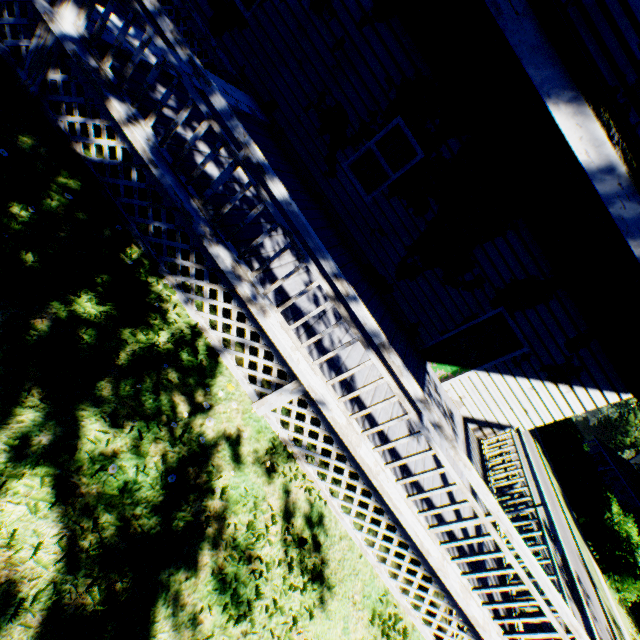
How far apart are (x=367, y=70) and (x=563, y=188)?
5.3m

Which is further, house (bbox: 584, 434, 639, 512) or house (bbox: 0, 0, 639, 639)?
house (bbox: 584, 434, 639, 512)

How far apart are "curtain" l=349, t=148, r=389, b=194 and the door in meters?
3.7 m

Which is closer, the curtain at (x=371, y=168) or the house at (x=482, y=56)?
the house at (x=482, y=56)

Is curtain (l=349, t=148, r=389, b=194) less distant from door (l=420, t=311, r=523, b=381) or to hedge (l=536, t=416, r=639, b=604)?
door (l=420, t=311, r=523, b=381)

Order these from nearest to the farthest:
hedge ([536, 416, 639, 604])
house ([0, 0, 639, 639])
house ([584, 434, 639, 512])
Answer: house ([0, 0, 639, 639]) → hedge ([536, 416, 639, 604]) → house ([584, 434, 639, 512])

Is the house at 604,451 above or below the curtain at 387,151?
above
